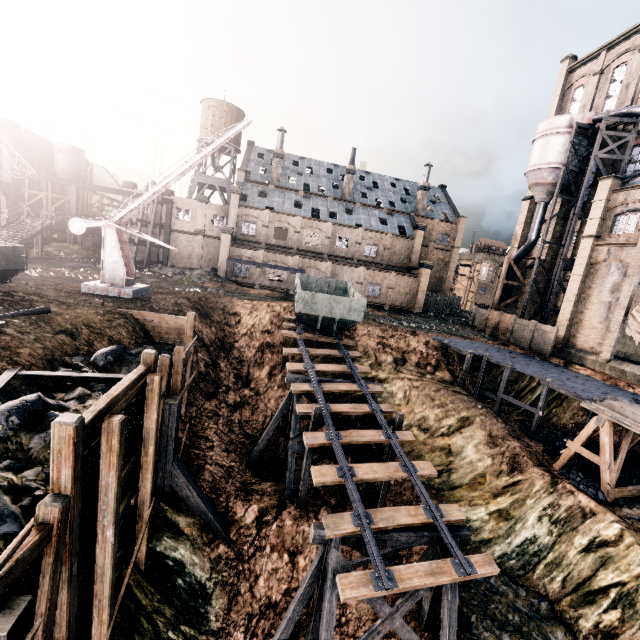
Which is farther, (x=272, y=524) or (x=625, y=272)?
(x=625, y=272)

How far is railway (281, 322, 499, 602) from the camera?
9.7 meters

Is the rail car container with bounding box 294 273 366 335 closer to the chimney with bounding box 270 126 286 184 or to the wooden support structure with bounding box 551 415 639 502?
the wooden support structure with bounding box 551 415 639 502

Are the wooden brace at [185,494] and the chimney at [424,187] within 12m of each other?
no

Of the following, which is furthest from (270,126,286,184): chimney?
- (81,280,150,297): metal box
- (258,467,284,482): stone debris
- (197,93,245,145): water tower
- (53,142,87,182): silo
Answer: (258,467,284,482): stone debris

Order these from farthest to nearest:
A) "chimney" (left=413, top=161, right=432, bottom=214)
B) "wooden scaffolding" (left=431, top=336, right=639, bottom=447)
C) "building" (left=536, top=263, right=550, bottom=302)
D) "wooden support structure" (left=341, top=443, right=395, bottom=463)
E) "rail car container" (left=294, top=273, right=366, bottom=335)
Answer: "chimney" (left=413, top=161, right=432, bottom=214)
"building" (left=536, top=263, right=550, bottom=302)
"rail car container" (left=294, top=273, right=366, bottom=335)
"wooden scaffolding" (left=431, top=336, right=639, bottom=447)
"wooden support structure" (left=341, top=443, right=395, bottom=463)

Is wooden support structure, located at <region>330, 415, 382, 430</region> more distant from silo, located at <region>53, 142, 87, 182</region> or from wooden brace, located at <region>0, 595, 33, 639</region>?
silo, located at <region>53, 142, 87, 182</region>

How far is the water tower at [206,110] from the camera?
50.7m
